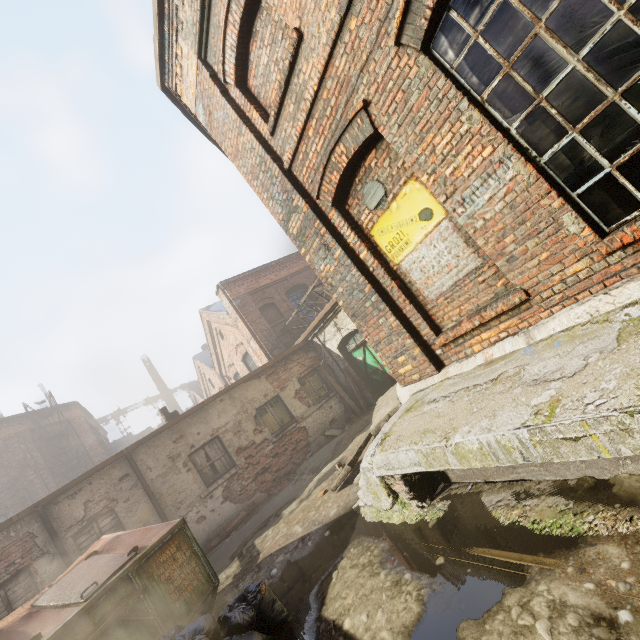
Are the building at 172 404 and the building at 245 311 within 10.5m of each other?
no

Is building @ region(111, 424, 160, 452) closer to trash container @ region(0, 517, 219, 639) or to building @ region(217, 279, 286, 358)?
building @ region(217, 279, 286, 358)

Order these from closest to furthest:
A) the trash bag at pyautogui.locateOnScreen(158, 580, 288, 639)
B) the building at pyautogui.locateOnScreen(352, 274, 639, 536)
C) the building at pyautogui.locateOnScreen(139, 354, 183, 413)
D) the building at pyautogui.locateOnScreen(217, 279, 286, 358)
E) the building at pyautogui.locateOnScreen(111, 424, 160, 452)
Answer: the building at pyautogui.locateOnScreen(352, 274, 639, 536) < the trash bag at pyautogui.locateOnScreen(158, 580, 288, 639) < the building at pyautogui.locateOnScreen(217, 279, 286, 358) < the building at pyautogui.locateOnScreen(111, 424, 160, 452) < the building at pyautogui.locateOnScreen(139, 354, 183, 413)

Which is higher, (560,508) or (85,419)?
(85,419)

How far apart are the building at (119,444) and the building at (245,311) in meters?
30.0 m

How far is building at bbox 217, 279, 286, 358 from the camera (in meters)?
14.51

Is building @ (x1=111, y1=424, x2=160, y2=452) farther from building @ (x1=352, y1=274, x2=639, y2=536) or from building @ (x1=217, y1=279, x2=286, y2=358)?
building @ (x1=352, y1=274, x2=639, y2=536)

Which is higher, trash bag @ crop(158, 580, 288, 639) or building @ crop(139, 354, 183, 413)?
building @ crop(139, 354, 183, 413)
